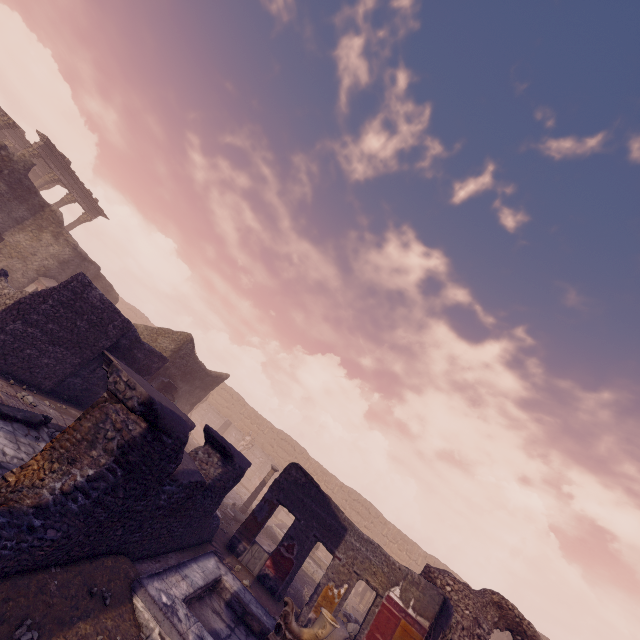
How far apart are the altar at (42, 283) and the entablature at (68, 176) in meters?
10.7 m

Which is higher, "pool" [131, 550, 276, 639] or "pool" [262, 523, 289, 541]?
"pool" [262, 523, 289, 541]

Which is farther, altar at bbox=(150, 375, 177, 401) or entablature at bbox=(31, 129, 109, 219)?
entablature at bbox=(31, 129, 109, 219)

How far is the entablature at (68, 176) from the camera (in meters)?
20.36

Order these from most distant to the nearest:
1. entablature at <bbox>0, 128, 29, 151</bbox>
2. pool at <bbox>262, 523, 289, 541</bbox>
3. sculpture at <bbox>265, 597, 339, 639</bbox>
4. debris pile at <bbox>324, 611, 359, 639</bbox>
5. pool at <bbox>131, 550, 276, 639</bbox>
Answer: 1. entablature at <bbox>0, 128, 29, 151</bbox>
2. pool at <bbox>262, 523, 289, 541</bbox>
3. debris pile at <bbox>324, 611, 359, 639</bbox>
4. sculpture at <bbox>265, 597, 339, 639</bbox>
5. pool at <bbox>131, 550, 276, 639</bbox>

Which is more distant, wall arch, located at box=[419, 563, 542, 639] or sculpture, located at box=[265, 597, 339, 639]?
wall arch, located at box=[419, 563, 542, 639]

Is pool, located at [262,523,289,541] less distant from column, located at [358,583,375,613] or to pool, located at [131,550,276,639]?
column, located at [358,583,375,613]

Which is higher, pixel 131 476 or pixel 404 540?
pixel 404 540
